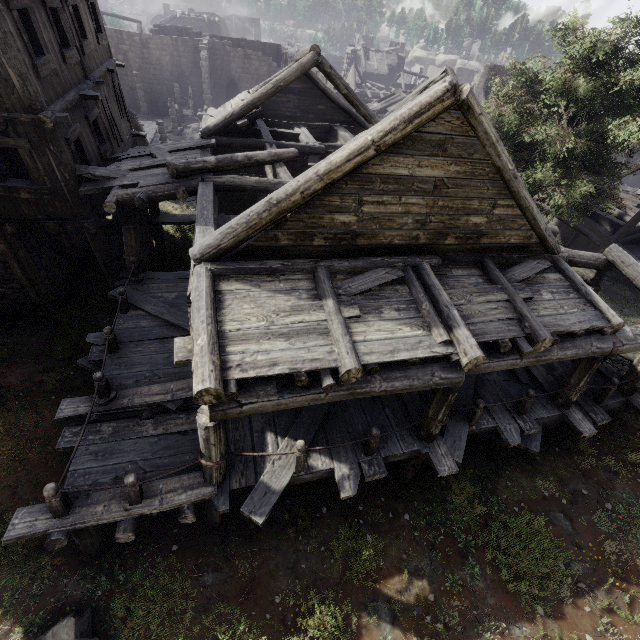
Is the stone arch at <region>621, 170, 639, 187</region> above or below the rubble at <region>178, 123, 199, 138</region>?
below

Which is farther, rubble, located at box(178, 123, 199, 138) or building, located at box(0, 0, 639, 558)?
rubble, located at box(178, 123, 199, 138)

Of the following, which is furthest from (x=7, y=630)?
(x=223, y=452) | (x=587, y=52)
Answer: (x=587, y=52)

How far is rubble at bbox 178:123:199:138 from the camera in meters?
30.9 m

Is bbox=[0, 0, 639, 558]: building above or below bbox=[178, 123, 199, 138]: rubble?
above

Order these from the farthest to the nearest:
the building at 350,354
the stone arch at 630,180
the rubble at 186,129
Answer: the stone arch at 630,180 < the rubble at 186,129 < the building at 350,354

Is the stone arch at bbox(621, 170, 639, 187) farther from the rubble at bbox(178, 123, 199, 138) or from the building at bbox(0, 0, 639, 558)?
the rubble at bbox(178, 123, 199, 138)

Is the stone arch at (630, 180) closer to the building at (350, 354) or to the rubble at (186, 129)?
the building at (350, 354)
